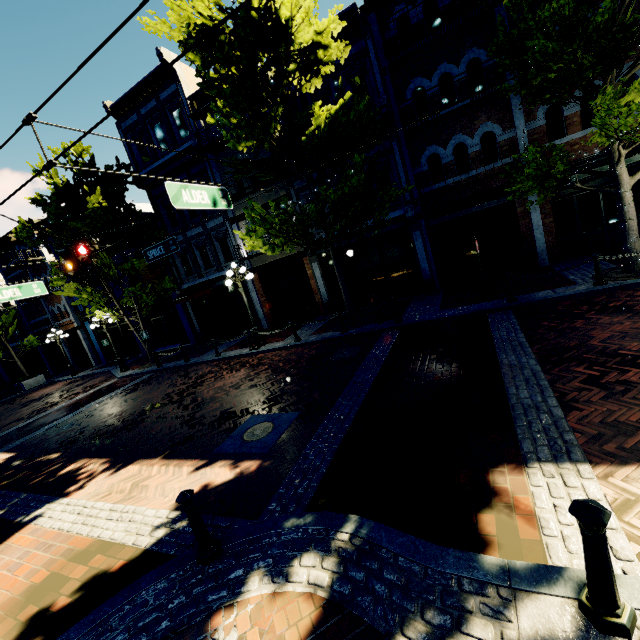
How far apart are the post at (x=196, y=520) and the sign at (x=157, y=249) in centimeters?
868cm

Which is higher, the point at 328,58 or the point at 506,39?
the point at 328,58

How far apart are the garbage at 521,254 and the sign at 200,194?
10.4m

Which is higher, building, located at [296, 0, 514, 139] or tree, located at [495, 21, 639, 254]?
building, located at [296, 0, 514, 139]

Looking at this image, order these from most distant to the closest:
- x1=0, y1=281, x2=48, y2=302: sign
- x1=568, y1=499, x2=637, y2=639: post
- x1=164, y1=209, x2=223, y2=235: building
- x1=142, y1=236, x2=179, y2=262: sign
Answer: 1. x1=164, y1=209, x2=223, y2=235: building
2. x1=142, y1=236, x2=179, y2=262: sign
3. x1=0, y1=281, x2=48, y2=302: sign
4. x1=568, y1=499, x2=637, y2=639: post

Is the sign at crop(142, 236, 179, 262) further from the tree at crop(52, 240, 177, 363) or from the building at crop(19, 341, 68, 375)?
the building at crop(19, 341, 68, 375)

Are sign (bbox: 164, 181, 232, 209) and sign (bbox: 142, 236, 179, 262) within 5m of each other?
yes

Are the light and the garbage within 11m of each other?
no
